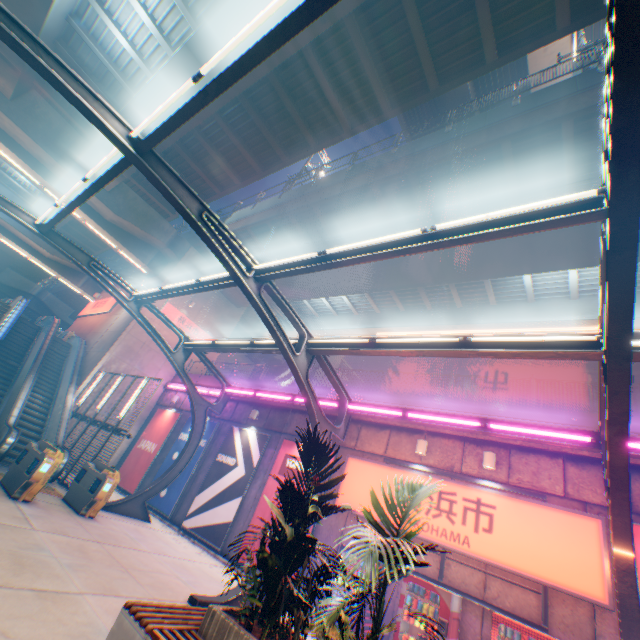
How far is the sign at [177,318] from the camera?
21.42m

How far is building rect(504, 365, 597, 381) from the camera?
27.58m

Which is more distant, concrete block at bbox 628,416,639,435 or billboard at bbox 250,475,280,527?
billboard at bbox 250,475,280,527

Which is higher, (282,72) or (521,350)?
(282,72)

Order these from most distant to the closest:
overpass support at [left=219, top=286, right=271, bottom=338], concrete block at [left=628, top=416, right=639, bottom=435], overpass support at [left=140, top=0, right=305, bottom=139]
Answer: overpass support at [left=219, top=286, right=271, bottom=338] < overpass support at [left=140, top=0, right=305, bottom=139] < concrete block at [left=628, top=416, right=639, bottom=435]

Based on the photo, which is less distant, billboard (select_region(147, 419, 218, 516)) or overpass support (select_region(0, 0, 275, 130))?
overpass support (select_region(0, 0, 275, 130))

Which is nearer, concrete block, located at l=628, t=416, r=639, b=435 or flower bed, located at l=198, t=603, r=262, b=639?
flower bed, located at l=198, t=603, r=262, b=639

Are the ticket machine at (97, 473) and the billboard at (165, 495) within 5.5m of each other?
yes
